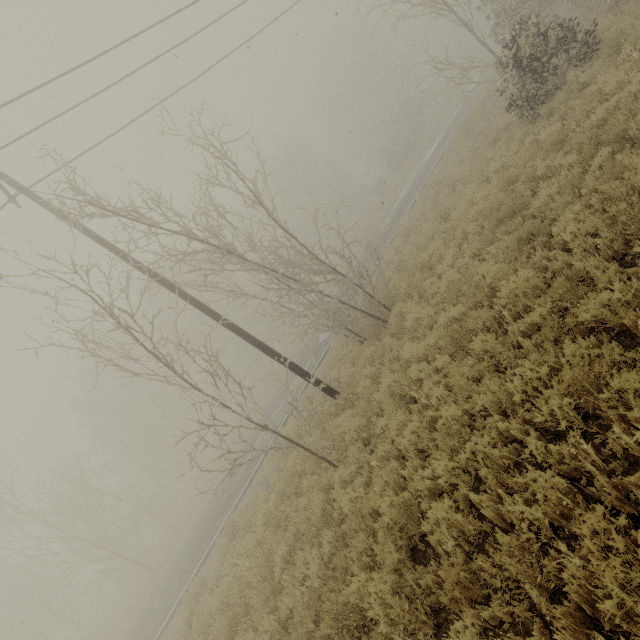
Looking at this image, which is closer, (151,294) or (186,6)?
(186,6)
